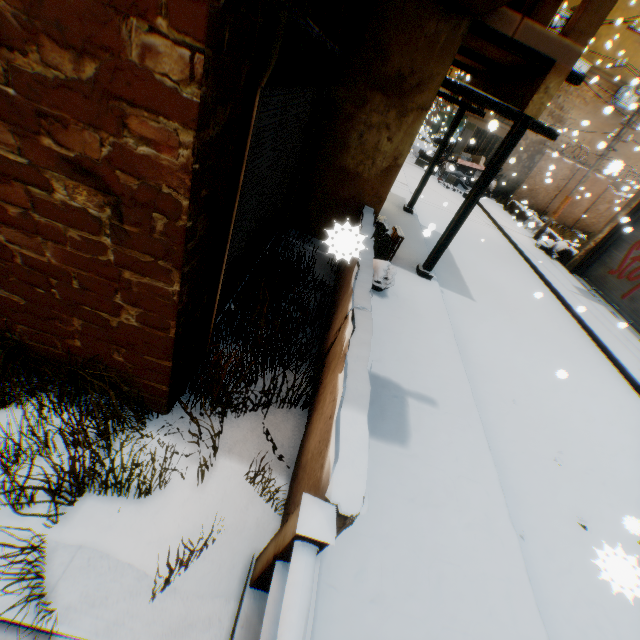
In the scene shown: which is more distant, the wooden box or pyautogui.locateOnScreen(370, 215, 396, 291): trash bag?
pyautogui.locateOnScreen(370, 215, 396, 291): trash bag

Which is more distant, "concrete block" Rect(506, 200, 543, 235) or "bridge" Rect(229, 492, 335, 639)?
"concrete block" Rect(506, 200, 543, 235)

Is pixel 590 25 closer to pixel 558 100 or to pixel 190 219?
pixel 190 219

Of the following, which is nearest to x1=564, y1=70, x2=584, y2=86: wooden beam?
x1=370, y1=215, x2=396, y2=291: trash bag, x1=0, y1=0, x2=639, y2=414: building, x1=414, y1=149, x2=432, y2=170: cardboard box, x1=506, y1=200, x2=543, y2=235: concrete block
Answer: x1=0, y1=0, x2=639, y2=414: building

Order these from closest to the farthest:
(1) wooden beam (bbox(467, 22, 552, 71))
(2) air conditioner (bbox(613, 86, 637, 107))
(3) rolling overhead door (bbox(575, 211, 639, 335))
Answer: (1) wooden beam (bbox(467, 22, 552, 71)), (3) rolling overhead door (bbox(575, 211, 639, 335)), (2) air conditioner (bbox(613, 86, 637, 107))

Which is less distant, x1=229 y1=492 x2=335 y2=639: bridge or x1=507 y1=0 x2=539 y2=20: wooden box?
x1=229 y1=492 x2=335 y2=639: bridge

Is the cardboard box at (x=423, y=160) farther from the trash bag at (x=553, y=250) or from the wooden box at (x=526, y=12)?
the wooden box at (x=526, y=12)

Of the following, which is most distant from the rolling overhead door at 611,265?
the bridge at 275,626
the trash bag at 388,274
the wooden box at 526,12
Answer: the wooden box at 526,12
